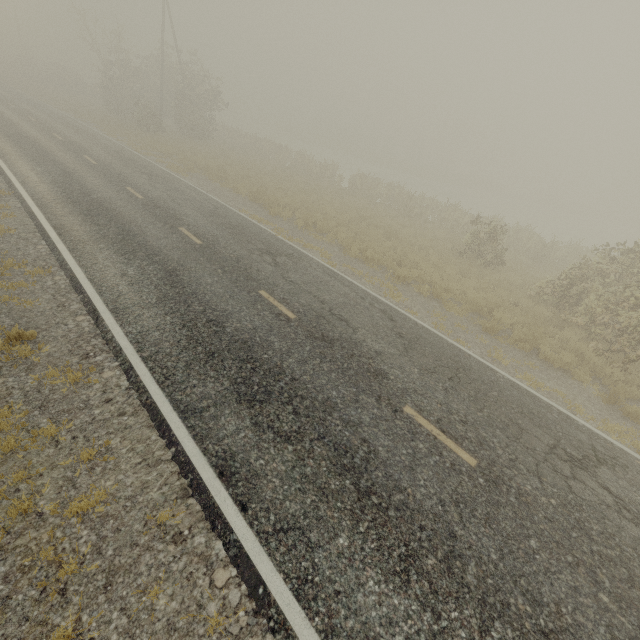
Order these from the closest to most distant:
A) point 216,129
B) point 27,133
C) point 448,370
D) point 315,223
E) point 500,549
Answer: point 500,549
point 448,370
point 315,223
point 27,133
point 216,129
